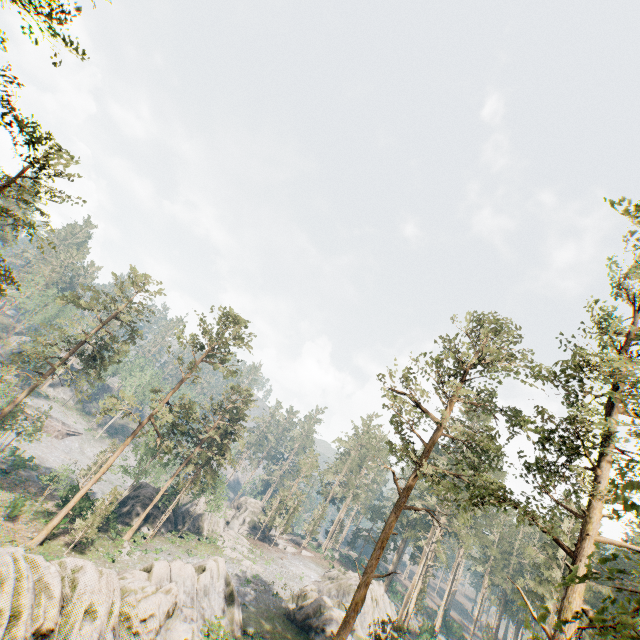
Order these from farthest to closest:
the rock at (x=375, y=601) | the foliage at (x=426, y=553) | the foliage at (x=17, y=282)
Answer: the rock at (x=375, y=601) → the foliage at (x=17, y=282) → the foliage at (x=426, y=553)

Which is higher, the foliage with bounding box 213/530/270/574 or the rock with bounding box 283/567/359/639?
the rock with bounding box 283/567/359/639

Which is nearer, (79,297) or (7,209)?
(7,209)

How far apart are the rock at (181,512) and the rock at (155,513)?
5.54m

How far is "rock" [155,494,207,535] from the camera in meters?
45.3

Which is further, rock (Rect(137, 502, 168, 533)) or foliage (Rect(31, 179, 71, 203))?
rock (Rect(137, 502, 168, 533))

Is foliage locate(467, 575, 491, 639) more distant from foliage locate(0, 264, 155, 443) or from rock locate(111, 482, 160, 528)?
rock locate(111, 482, 160, 528)

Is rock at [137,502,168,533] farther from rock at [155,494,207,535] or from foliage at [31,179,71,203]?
rock at [155,494,207,535]
